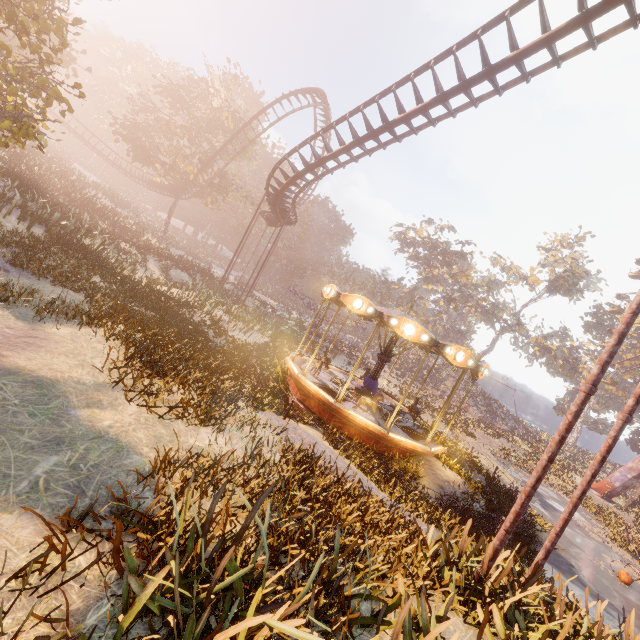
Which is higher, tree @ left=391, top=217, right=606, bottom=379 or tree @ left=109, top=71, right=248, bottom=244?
tree @ left=391, top=217, right=606, bottom=379

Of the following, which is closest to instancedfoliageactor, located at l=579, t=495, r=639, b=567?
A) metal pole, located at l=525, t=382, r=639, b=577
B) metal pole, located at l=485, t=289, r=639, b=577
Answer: metal pole, located at l=525, t=382, r=639, b=577

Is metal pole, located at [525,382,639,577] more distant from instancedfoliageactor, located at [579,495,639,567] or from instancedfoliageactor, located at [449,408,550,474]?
instancedfoliageactor, located at [449,408,550,474]

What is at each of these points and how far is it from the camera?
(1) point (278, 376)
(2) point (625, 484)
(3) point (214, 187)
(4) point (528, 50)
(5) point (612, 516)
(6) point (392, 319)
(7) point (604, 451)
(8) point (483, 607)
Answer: (1) instancedfoliageactor, 14.9m
(2) metal support, 31.1m
(3) tree, 36.8m
(4) roller coaster, 10.1m
(5) instancedfoliageactor, 25.7m
(6) carousel, 10.9m
(7) metal pole, 6.2m
(8) instancedfoliageactor, 4.8m

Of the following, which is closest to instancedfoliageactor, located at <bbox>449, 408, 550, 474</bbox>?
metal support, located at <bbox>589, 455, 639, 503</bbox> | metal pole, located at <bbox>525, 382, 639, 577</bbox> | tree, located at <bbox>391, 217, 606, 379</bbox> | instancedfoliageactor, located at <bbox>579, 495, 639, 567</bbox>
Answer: metal support, located at <bbox>589, 455, 639, 503</bbox>

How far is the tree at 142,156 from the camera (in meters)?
33.59

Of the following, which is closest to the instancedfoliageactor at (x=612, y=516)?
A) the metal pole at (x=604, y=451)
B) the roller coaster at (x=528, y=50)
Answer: the metal pole at (x=604, y=451)
